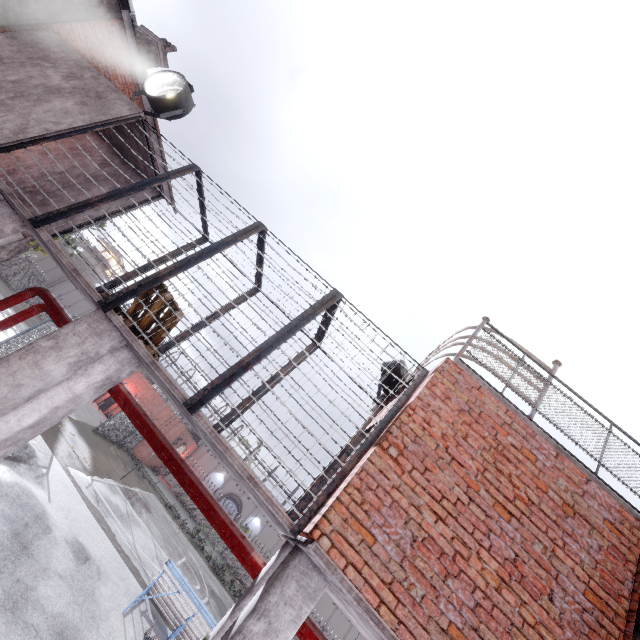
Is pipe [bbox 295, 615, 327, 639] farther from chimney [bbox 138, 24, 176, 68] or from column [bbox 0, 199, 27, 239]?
chimney [bbox 138, 24, 176, 68]

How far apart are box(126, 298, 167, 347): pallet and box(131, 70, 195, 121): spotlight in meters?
4.5

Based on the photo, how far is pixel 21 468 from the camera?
9.8m

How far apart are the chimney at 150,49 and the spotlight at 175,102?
5.5 meters

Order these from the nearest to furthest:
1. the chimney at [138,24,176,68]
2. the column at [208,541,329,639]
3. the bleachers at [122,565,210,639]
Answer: the column at [208,541,329,639]
the bleachers at [122,565,210,639]
the chimney at [138,24,176,68]

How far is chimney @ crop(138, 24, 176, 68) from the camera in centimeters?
1131cm

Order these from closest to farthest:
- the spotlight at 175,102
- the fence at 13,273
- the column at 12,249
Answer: the spotlight at 175,102
the column at 12,249
the fence at 13,273

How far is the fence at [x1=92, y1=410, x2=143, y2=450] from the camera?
22.8m
